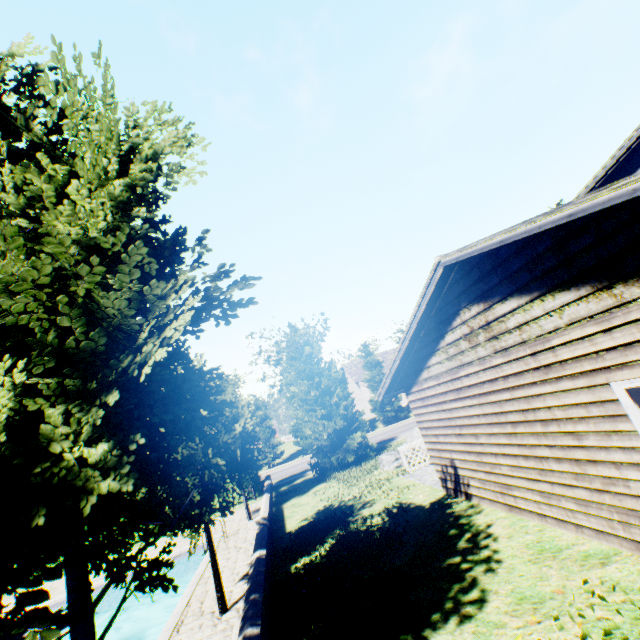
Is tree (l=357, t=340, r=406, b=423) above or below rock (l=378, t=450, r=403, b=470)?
above

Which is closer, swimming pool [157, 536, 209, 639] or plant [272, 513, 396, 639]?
plant [272, 513, 396, 639]

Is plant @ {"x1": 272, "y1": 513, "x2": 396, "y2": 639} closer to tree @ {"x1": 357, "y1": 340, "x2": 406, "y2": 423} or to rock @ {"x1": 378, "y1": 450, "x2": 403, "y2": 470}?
rock @ {"x1": 378, "y1": 450, "x2": 403, "y2": 470}

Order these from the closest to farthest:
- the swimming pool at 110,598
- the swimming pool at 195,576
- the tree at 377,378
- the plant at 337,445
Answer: the swimming pool at 195,576
the swimming pool at 110,598
the plant at 337,445
the tree at 377,378

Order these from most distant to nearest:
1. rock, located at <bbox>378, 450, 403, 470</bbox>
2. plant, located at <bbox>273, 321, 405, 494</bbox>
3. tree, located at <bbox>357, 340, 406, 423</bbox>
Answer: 1. tree, located at <bbox>357, 340, 406, 423</bbox>
2. plant, located at <bbox>273, 321, 405, 494</bbox>
3. rock, located at <bbox>378, 450, 403, 470</bbox>

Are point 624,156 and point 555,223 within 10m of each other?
no

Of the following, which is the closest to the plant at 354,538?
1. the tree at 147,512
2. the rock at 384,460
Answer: the rock at 384,460

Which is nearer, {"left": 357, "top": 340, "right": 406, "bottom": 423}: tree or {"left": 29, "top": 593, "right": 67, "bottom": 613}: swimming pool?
{"left": 29, "top": 593, "right": 67, "bottom": 613}: swimming pool
